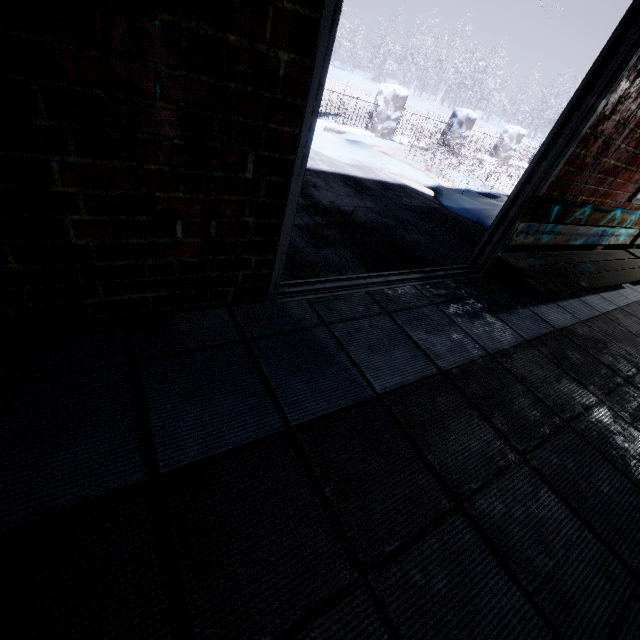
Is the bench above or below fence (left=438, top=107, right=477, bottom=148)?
below

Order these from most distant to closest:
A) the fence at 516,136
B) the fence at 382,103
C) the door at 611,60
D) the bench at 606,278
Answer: the fence at 516,136, the fence at 382,103, the bench at 606,278, the door at 611,60

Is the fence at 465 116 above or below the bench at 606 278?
above

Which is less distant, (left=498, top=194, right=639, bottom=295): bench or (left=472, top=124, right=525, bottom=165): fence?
(left=498, top=194, right=639, bottom=295): bench

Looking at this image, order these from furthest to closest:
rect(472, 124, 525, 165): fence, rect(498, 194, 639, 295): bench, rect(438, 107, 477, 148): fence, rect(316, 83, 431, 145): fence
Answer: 1. rect(472, 124, 525, 165): fence
2. rect(438, 107, 477, 148): fence
3. rect(316, 83, 431, 145): fence
4. rect(498, 194, 639, 295): bench

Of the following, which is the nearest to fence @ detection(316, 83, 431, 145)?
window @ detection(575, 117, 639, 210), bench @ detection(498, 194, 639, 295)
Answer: window @ detection(575, 117, 639, 210)

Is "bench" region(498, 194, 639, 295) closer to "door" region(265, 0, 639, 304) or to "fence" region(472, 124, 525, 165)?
"door" region(265, 0, 639, 304)

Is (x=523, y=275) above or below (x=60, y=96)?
below
